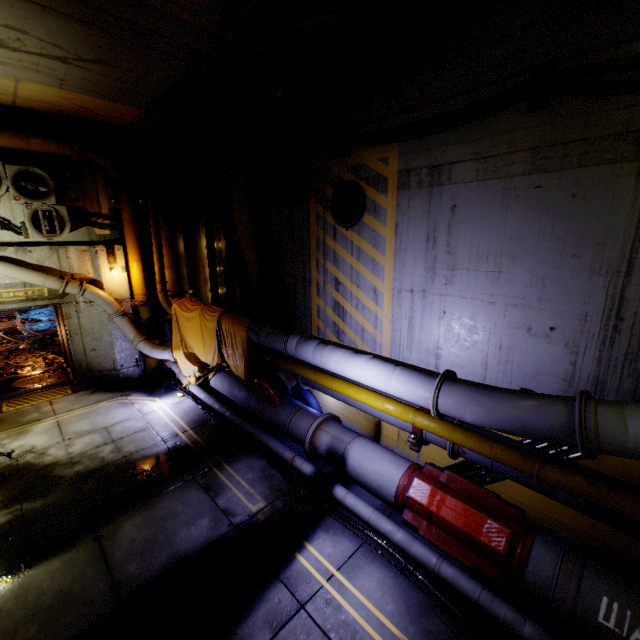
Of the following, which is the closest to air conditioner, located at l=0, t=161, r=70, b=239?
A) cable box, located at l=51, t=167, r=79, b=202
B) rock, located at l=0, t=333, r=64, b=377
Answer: cable box, located at l=51, t=167, r=79, b=202

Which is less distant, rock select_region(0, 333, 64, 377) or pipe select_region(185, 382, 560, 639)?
pipe select_region(185, 382, 560, 639)

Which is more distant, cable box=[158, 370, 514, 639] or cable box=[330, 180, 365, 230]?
cable box=[330, 180, 365, 230]

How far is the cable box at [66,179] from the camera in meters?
8.0

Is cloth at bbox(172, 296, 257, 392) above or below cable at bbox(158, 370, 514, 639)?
above

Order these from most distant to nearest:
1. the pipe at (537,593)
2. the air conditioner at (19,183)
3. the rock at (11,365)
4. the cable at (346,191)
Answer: the rock at (11,365) → the air conditioner at (19,183) → the cable at (346,191) → the pipe at (537,593)

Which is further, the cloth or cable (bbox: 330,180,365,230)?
the cloth

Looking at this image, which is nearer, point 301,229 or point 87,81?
point 87,81
